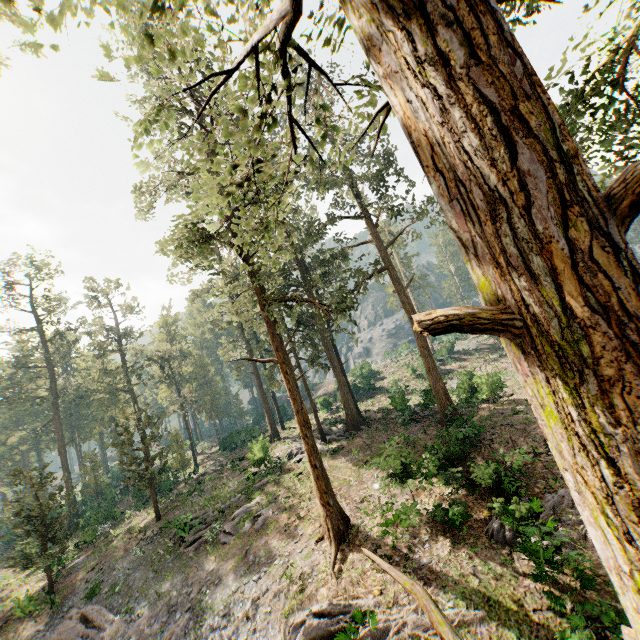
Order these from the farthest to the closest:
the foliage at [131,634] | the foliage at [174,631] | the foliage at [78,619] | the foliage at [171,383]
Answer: the foliage at [171,383]
the foliage at [78,619]
the foliage at [131,634]
the foliage at [174,631]

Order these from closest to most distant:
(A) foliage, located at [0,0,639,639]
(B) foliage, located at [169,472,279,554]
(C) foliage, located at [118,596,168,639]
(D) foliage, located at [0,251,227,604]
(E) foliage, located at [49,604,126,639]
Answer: (A) foliage, located at [0,0,639,639]
(C) foliage, located at [118,596,168,639]
(E) foliage, located at [49,604,126,639]
(B) foliage, located at [169,472,279,554]
(D) foliage, located at [0,251,227,604]

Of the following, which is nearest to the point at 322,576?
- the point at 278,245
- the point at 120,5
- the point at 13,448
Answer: the point at 120,5

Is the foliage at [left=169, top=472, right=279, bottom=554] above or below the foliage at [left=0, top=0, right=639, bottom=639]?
below

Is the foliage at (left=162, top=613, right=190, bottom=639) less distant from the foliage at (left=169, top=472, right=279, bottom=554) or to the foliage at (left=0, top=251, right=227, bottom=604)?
the foliage at (left=169, top=472, right=279, bottom=554)

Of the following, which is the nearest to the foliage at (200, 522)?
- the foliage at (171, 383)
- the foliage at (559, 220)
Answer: the foliage at (559, 220)
